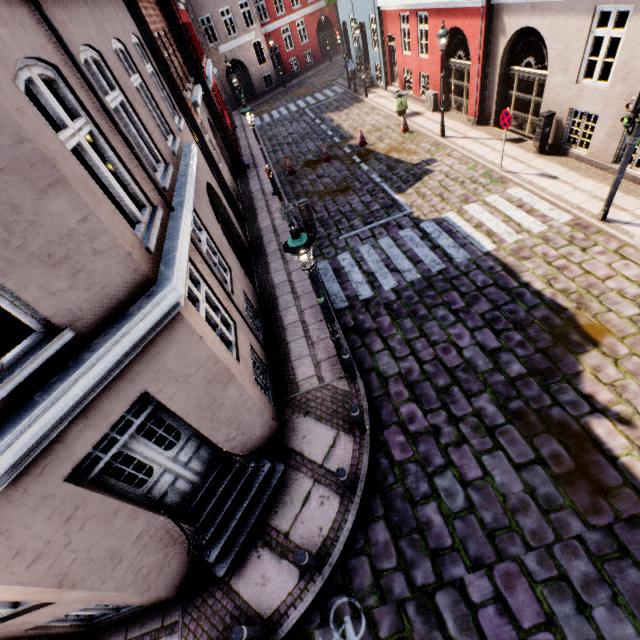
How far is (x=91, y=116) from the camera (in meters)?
3.92

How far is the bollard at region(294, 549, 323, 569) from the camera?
4.48m

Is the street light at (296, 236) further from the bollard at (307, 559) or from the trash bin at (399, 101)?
the trash bin at (399, 101)

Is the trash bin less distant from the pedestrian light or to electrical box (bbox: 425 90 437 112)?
electrical box (bbox: 425 90 437 112)

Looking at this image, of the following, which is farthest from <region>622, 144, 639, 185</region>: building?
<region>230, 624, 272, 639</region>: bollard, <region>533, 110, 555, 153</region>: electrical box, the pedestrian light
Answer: the pedestrian light

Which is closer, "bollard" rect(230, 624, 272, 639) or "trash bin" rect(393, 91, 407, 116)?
"bollard" rect(230, 624, 272, 639)

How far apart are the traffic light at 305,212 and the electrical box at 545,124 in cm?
978

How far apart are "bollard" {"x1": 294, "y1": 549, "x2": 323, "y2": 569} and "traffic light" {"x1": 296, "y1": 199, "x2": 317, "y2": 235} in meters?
5.3
